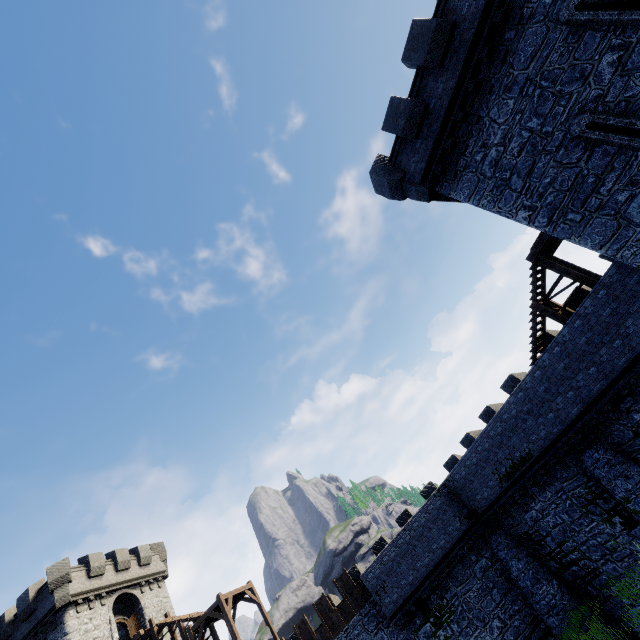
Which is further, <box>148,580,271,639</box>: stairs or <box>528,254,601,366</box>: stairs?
<box>148,580,271,639</box>: stairs

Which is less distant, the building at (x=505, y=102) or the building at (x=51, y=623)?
the building at (x=505, y=102)

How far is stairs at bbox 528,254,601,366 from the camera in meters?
14.7

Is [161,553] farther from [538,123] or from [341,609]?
[538,123]

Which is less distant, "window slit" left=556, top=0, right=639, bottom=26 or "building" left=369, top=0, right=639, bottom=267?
"window slit" left=556, top=0, right=639, bottom=26

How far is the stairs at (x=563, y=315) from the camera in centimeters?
1473cm

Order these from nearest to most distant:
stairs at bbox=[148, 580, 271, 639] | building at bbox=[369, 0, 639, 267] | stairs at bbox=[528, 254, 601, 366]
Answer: building at bbox=[369, 0, 639, 267]
stairs at bbox=[528, 254, 601, 366]
stairs at bbox=[148, 580, 271, 639]

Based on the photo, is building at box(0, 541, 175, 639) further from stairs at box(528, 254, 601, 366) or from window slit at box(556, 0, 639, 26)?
window slit at box(556, 0, 639, 26)
